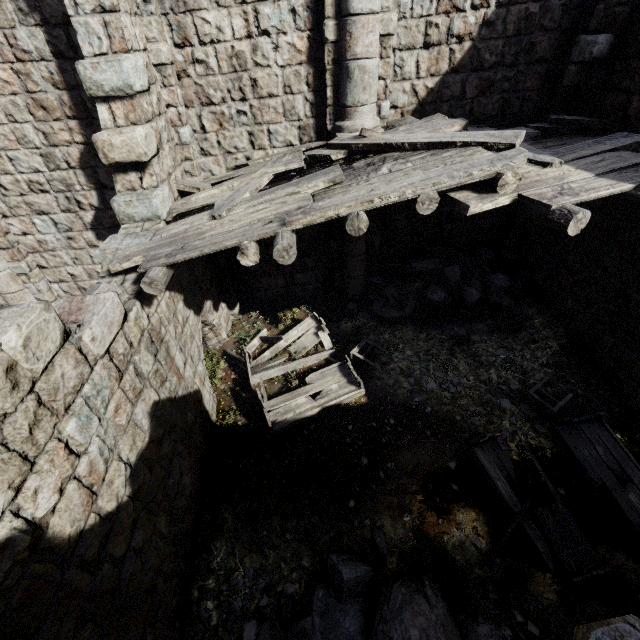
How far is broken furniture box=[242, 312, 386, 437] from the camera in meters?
7.0 m

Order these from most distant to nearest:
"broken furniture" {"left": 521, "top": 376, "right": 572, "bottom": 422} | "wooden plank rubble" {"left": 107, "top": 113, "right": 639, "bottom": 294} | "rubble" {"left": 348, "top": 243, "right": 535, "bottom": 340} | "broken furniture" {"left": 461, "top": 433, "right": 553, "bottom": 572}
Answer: "rubble" {"left": 348, "top": 243, "right": 535, "bottom": 340} < "broken furniture" {"left": 521, "top": 376, "right": 572, "bottom": 422} < "broken furniture" {"left": 461, "top": 433, "right": 553, "bottom": 572} < "wooden plank rubble" {"left": 107, "top": 113, "right": 639, "bottom": 294}

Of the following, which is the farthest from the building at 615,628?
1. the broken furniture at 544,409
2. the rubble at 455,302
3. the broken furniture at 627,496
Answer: the broken furniture at 544,409

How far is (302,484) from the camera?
6.22m

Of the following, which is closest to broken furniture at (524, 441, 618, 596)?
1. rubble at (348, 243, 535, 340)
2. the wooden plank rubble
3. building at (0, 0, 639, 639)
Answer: building at (0, 0, 639, 639)

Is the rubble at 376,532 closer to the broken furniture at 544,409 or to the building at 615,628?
the building at 615,628

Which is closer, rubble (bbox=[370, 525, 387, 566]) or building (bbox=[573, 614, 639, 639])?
building (bbox=[573, 614, 639, 639])

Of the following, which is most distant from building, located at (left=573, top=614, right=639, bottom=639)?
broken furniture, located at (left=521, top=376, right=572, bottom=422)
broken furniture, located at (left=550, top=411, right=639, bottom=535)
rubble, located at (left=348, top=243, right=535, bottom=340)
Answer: broken furniture, located at (left=521, top=376, right=572, bottom=422)
